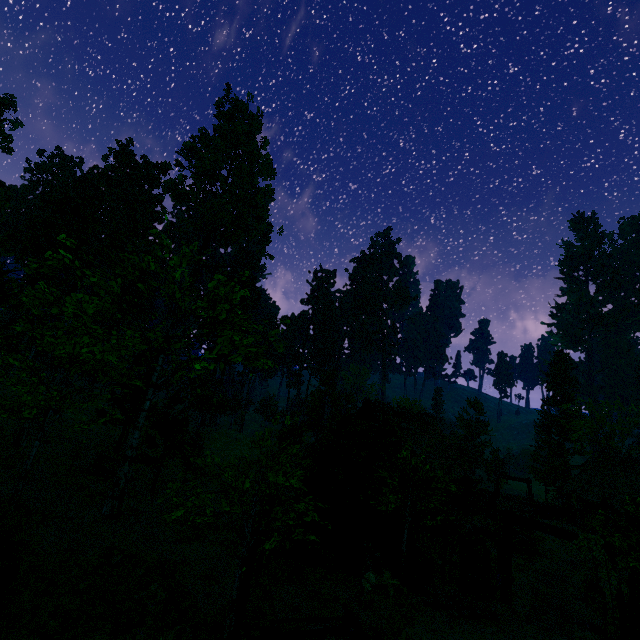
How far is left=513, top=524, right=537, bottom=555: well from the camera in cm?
2073

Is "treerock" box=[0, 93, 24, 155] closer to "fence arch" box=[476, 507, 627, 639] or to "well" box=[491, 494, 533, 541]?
"fence arch" box=[476, 507, 627, 639]

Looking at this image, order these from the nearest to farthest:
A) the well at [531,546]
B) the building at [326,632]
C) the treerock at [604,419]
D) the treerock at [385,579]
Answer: the building at [326,632] → the treerock at [385,579] → the well at [531,546] → the treerock at [604,419]

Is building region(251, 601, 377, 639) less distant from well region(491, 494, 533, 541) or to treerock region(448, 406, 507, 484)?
treerock region(448, 406, 507, 484)

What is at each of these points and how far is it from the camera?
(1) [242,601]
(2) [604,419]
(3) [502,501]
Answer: (1) fence arch, 9.1m
(2) treerock, 37.7m
(3) well, 22.7m

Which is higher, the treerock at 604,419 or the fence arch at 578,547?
the treerock at 604,419

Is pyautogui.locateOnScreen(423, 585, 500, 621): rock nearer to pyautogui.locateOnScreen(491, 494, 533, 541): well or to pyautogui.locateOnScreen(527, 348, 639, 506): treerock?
pyautogui.locateOnScreen(527, 348, 639, 506): treerock

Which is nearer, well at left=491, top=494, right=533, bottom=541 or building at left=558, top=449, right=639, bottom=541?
well at left=491, top=494, right=533, bottom=541
